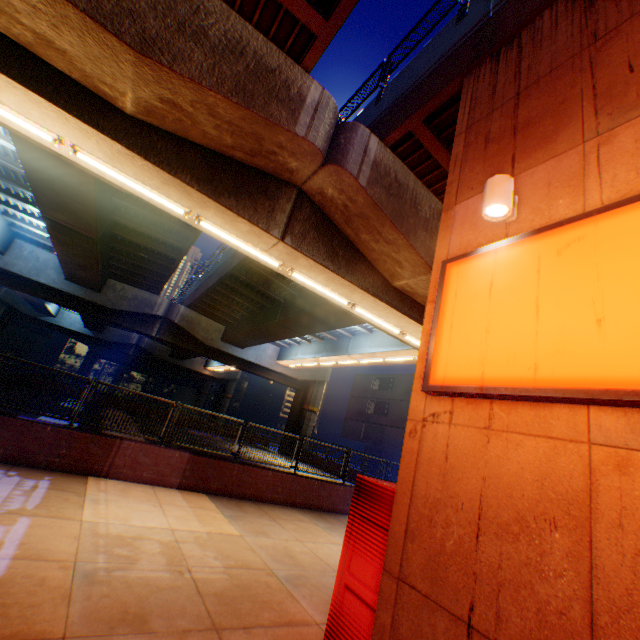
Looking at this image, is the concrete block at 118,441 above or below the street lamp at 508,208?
below

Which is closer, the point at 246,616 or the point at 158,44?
the point at 246,616

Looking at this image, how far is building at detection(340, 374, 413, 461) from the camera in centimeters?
3491cm

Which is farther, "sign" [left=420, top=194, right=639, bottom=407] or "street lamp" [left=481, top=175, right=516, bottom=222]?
"street lamp" [left=481, top=175, right=516, bottom=222]

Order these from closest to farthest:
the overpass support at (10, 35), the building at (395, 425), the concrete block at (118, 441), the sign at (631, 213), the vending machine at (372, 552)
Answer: the sign at (631, 213) < the vending machine at (372, 552) < the overpass support at (10, 35) < the concrete block at (118, 441) < the building at (395, 425)

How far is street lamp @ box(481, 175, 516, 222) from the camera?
3.40m

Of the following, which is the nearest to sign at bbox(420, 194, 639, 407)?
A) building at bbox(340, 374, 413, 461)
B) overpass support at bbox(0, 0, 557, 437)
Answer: overpass support at bbox(0, 0, 557, 437)
